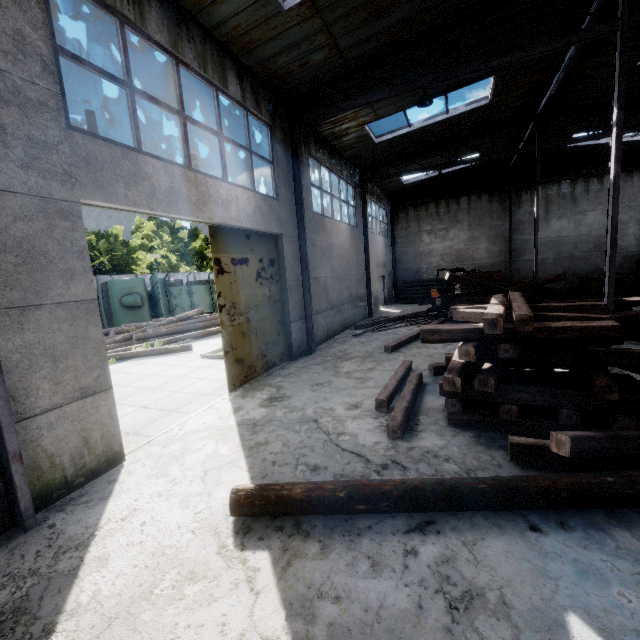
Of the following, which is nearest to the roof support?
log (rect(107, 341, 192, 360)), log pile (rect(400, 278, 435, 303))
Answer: log (rect(107, 341, 192, 360))

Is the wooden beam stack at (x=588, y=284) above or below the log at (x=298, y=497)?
above

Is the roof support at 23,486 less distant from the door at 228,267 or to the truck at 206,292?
the door at 228,267

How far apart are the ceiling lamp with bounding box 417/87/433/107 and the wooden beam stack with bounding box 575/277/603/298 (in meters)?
15.83

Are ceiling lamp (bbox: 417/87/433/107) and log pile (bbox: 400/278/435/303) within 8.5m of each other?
no

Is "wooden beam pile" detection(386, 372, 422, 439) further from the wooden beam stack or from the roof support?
the wooden beam stack

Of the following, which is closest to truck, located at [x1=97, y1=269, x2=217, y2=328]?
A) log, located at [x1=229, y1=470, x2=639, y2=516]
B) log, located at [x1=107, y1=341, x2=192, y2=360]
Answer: log, located at [x1=107, y1=341, x2=192, y2=360]

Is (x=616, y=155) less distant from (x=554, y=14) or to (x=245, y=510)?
(x=554, y=14)
